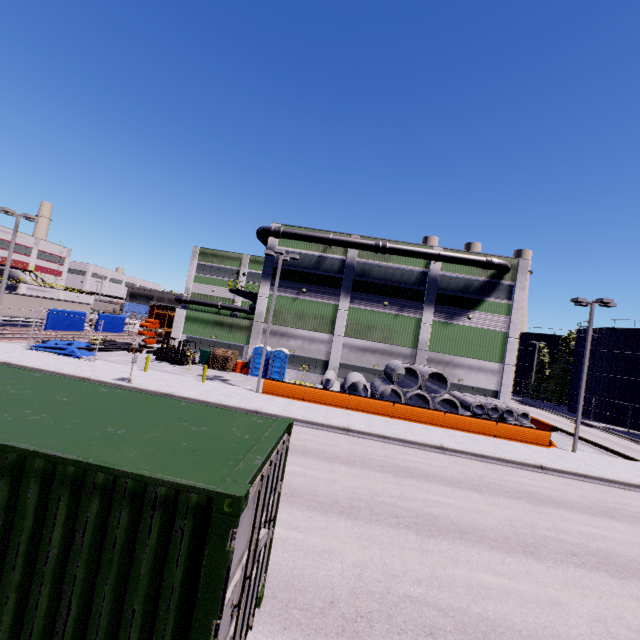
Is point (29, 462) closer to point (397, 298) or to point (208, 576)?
point (208, 576)

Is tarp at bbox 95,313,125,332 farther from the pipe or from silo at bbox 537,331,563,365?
silo at bbox 537,331,563,365

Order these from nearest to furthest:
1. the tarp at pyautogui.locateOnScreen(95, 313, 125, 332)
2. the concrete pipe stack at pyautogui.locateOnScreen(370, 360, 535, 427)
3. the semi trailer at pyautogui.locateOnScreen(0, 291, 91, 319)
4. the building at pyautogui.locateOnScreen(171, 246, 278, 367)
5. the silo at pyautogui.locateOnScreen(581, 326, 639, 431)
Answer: the concrete pipe stack at pyautogui.locateOnScreen(370, 360, 535, 427), the building at pyautogui.locateOnScreen(171, 246, 278, 367), the tarp at pyautogui.locateOnScreen(95, 313, 125, 332), the semi trailer at pyautogui.locateOnScreen(0, 291, 91, 319), the silo at pyautogui.locateOnScreen(581, 326, 639, 431)

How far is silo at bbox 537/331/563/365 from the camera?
57.69m

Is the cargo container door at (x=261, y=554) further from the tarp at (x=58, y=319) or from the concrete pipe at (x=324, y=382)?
the concrete pipe at (x=324, y=382)

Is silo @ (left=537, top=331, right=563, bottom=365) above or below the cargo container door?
above

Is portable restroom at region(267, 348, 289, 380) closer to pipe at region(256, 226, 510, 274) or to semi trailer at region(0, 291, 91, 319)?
pipe at region(256, 226, 510, 274)

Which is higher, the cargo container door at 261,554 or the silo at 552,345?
the silo at 552,345
